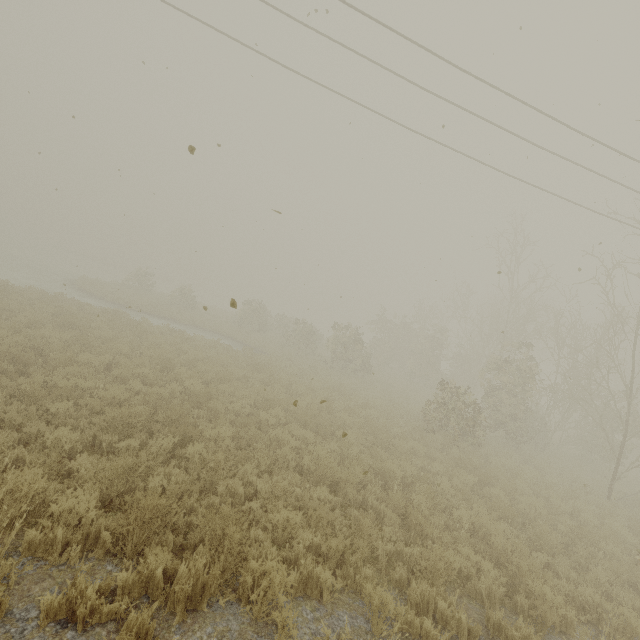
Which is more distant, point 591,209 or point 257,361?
point 257,361
